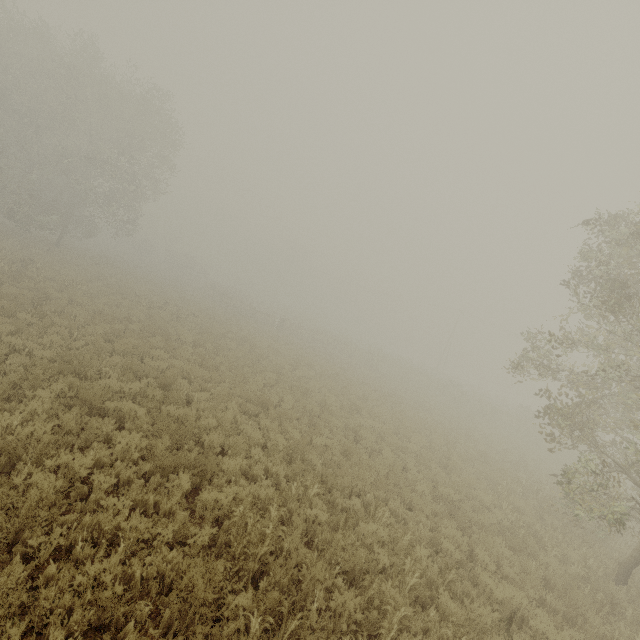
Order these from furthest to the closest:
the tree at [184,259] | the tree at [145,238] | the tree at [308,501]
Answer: the tree at [145,238]
the tree at [184,259]
the tree at [308,501]

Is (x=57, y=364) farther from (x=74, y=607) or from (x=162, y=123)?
(x=162, y=123)

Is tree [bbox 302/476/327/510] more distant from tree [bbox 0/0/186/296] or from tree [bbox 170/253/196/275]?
tree [bbox 0/0/186/296]

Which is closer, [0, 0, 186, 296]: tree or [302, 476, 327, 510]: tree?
[302, 476, 327, 510]: tree

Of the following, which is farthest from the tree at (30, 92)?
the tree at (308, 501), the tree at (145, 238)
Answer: the tree at (308, 501)
